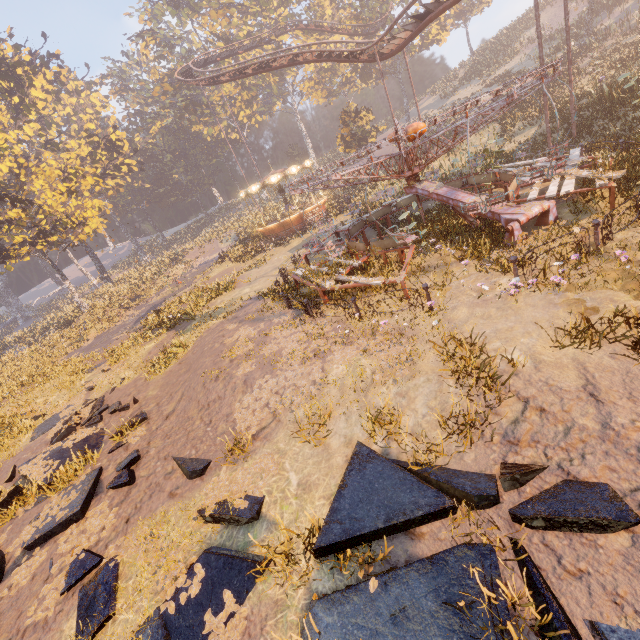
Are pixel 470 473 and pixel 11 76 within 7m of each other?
no

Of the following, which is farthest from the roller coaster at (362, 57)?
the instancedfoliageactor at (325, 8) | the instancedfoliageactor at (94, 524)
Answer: the instancedfoliageactor at (94, 524)

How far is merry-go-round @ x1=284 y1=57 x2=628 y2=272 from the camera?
8.56m

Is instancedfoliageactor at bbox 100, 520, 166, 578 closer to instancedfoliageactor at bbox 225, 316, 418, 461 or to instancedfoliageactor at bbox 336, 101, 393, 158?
instancedfoliageactor at bbox 225, 316, 418, 461

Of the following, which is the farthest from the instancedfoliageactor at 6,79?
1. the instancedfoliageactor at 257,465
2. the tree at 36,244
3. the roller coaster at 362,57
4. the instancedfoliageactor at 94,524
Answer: the instancedfoliageactor at 257,465

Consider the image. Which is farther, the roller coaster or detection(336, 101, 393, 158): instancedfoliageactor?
detection(336, 101, 393, 158): instancedfoliageactor

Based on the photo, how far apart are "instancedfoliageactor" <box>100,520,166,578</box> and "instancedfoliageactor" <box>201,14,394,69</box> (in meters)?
61.33
